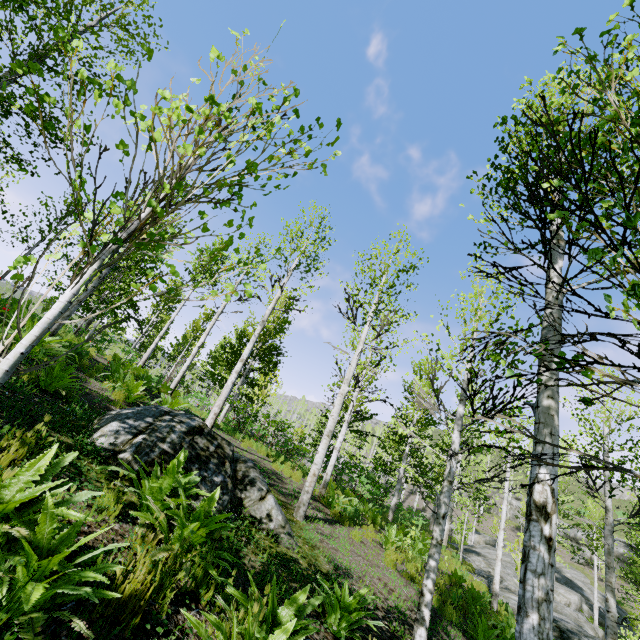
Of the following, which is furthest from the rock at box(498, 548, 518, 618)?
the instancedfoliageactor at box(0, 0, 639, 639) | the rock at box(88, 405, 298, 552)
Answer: the rock at box(88, 405, 298, 552)

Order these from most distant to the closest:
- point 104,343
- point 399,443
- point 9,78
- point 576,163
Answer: point 104,343 → point 399,443 → point 9,78 → point 576,163

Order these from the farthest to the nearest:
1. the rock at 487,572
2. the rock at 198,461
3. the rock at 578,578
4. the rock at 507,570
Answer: the rock at 487,572, the rock at 507,570, the rock at 578,578, the rock at 198,461

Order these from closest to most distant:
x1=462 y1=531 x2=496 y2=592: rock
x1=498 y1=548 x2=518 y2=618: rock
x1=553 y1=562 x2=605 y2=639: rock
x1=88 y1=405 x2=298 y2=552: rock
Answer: x1=88 y1=405 x2=298 y2=552: rock, x1=553 y1=562 x2=605 y2=639: rock, x1=498 y1=548 x2=518 y2=618: rock, x1=462 y1=531 x2=496 y2=592: rock

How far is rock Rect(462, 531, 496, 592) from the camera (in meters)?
17.66

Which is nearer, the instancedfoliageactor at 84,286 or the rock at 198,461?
the instancedfoliageactor at 84,286
